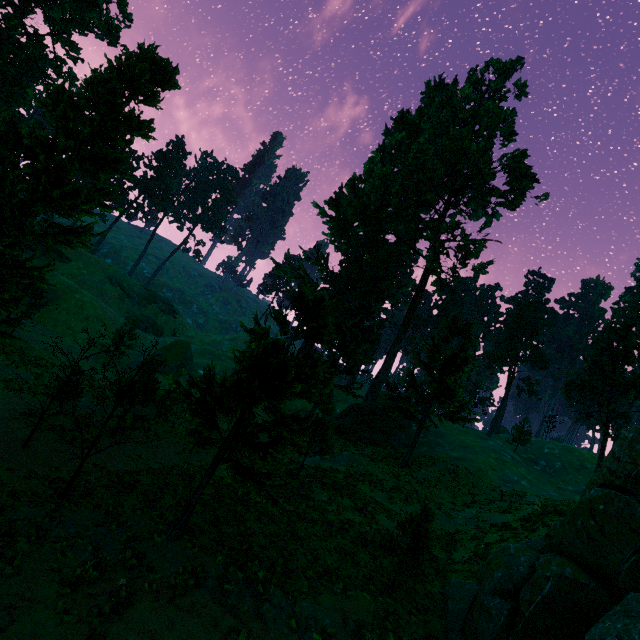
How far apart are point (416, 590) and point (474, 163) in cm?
4056

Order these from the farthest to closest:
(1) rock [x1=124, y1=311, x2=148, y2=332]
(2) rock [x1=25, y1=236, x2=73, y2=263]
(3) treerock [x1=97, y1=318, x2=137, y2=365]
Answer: (1) rock [x1=124, y1=311, x2=148, y2=332] → (2) rock [x1=25, y1=236, x2=73, y2=263] → (3) treerock [x1=97, y1=318, x2=137, y2=365]

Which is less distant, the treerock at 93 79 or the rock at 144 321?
the treerock at 93 79

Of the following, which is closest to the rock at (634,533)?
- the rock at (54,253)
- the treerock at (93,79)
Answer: the treerock at (93,79)

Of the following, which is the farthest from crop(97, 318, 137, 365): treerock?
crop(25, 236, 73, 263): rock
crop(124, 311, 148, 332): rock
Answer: crop(124, 311, 148, 332): rock

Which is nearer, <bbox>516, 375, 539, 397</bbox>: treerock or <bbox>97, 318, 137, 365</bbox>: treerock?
<bbox>97, 318, 137, 365</bbox>: treerock

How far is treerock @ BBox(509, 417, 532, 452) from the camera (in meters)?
47.06

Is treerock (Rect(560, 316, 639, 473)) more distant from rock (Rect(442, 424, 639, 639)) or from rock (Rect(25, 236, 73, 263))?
rock (Rect(442, 424, 639, 639))
